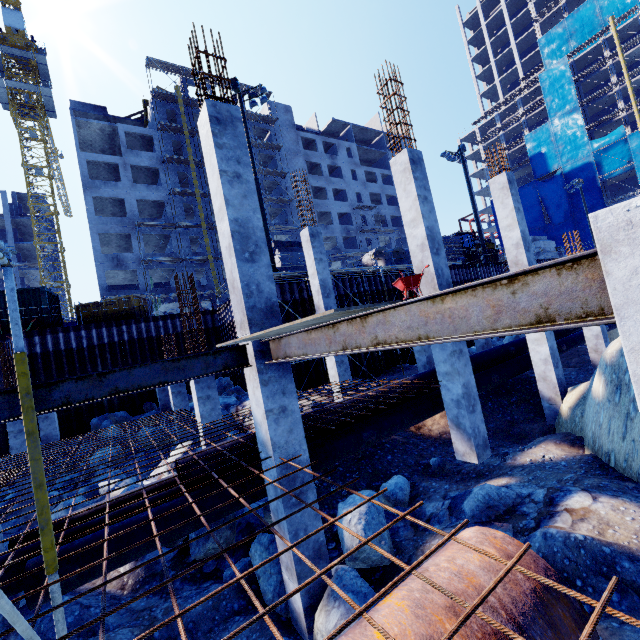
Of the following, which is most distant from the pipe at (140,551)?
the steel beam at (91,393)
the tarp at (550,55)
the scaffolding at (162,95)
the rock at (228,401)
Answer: the scaffolding at (162,95)

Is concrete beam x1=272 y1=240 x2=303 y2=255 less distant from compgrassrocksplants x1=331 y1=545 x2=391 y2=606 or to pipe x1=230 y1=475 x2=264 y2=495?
pipe x1=230 y1=475 x2=264 y2=495

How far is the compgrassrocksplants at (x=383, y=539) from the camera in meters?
5.9

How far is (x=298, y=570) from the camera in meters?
4.9 m

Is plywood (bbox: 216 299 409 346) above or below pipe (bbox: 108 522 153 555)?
above

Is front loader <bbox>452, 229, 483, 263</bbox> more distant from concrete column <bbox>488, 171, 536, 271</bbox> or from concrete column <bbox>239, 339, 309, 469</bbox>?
concrete column <bbox>239, 339, 309, 469</bbox>

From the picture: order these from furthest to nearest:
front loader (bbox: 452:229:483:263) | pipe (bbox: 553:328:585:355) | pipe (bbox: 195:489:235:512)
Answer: front loader (bbox: 452:229:483:263) → pipe (bbox: 553:328:585:355) → pipe (bbox: 195:489:235:512)

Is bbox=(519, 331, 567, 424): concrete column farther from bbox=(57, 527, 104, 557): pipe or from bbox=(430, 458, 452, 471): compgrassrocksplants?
bbox=(430, 458, 452, 471): compgrassrocksplants
